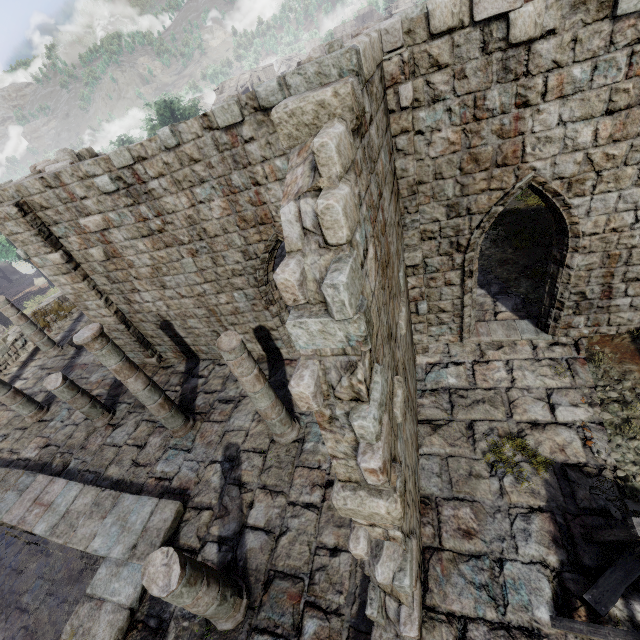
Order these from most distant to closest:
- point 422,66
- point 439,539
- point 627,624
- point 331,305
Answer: point 439,539, point 422,66, point 627,624, point 331,305

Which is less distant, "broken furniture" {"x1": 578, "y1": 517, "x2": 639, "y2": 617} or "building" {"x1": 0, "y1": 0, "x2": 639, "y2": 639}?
"building" {"x1": 0, "y1": 0, "x2": 639, "y2": 639}

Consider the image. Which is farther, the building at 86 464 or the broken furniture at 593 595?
the broken furniture at 593 595
